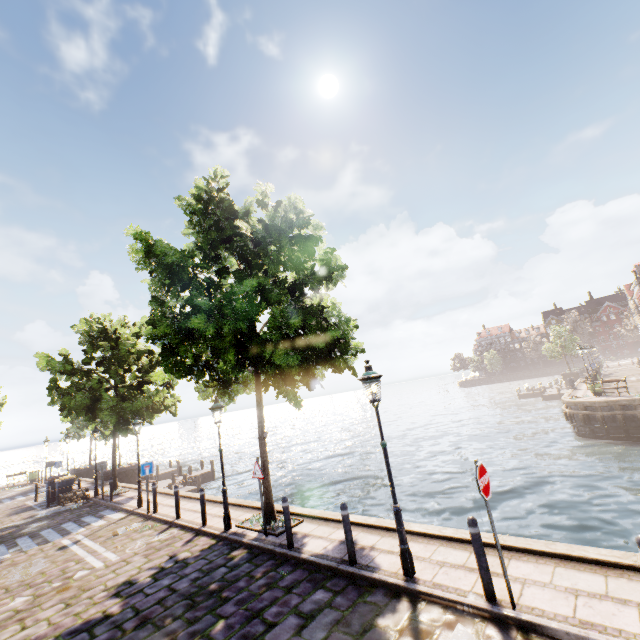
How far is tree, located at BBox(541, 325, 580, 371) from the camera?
46.4 meters

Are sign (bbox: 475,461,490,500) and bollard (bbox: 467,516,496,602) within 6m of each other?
yes

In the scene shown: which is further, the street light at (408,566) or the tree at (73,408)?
the tree at (73,408)

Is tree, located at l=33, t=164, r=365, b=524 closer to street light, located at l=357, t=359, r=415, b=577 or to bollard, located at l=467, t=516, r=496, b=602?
street light, located at l=357, t=359, r=415, b=577

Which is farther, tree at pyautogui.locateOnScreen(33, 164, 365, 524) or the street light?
tree at pyautogui.locateOnScreen(33, 164, 365, 524)

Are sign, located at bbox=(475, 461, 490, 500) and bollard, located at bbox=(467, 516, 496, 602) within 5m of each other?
yes

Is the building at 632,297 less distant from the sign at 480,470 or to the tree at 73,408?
the tree at 73,408

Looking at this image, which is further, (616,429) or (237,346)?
(616,429)
